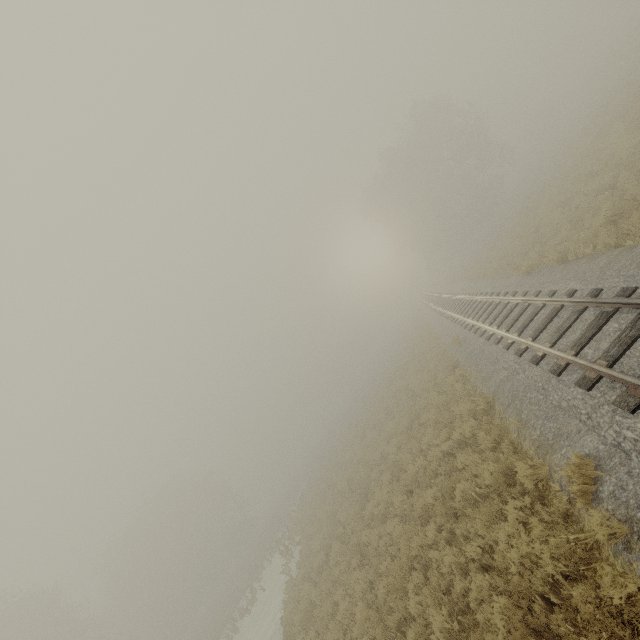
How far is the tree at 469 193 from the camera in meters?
37.4 m

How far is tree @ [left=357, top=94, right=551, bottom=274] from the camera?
37.41m

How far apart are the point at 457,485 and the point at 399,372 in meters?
22.7
